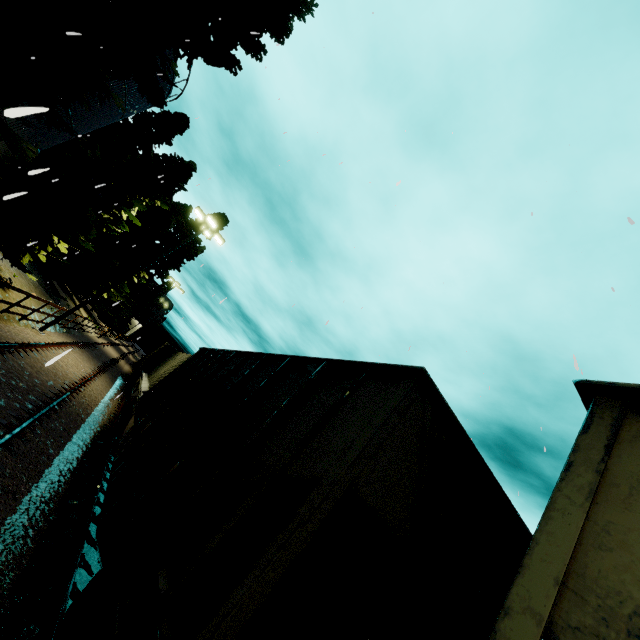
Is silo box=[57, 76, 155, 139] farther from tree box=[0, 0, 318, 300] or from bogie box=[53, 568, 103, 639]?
bogie box=[53, 568, 103, 639]

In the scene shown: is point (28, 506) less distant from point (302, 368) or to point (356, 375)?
point (302, 368)

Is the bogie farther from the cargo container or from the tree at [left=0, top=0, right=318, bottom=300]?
the tree at [left=0, top=0, right=318, bottom=300]

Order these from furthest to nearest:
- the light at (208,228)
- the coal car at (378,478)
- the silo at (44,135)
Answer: the light at (208,228) → the silo at (44,135) → the coal car at (378,478)

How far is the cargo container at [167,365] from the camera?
15.8m

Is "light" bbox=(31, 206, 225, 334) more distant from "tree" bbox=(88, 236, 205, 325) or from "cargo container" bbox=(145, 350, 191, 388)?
"tree" bbox=(88, 236, 205, 325)

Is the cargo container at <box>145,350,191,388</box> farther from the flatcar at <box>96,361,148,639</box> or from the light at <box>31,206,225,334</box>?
the light at <box>31,206,225,334</box>

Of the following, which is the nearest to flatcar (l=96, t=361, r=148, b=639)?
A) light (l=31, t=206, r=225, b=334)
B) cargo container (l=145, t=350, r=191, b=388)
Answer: cargo container (l=145, t=350, r=191, b=388)
